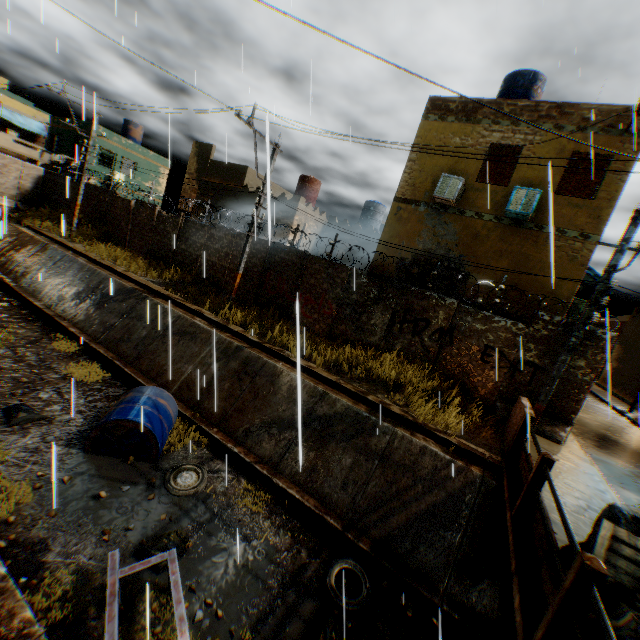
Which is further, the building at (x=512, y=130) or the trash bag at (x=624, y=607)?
the building at (x=512, y=130)

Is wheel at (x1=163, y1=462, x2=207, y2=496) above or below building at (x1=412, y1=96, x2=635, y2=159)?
below

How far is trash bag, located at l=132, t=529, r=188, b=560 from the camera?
5.58m

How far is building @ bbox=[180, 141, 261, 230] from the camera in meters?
20.9 m

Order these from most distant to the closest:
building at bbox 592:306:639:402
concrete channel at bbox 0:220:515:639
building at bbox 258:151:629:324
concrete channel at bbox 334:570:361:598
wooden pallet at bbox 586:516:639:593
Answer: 1. building at bbox 592:306:639:402
2. building at bbox 258:151:629:324
3. concrete channel at bbox 334:570:361:598
4. concrete channel at bbox 0:220:515:639
5. wooden pallet at bbox 586:516:639:593

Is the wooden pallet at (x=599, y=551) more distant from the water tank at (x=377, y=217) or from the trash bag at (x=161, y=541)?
the water tank at (x=377, y=217)

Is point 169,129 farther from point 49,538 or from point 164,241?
point 164,241

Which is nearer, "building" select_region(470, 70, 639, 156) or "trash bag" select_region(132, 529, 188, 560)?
"trash bag" select_region(132, 529, 188, 560)
